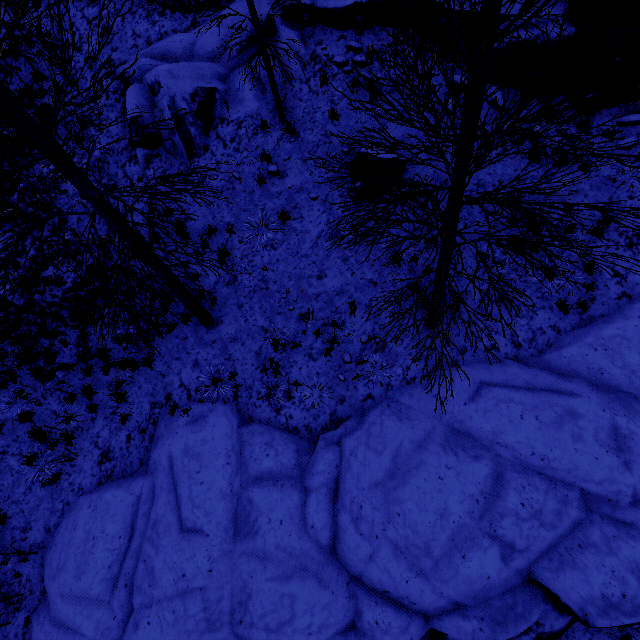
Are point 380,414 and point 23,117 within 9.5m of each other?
yes

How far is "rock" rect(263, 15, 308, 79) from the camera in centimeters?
928cm

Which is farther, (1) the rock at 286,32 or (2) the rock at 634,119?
(1) the rock at 286,32

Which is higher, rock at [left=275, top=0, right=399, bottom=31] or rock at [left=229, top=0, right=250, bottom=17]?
rock at [left=229, top=0, right=250, bottom=17]

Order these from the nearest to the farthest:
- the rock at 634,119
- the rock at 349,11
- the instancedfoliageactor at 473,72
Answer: the instancedfoliageactor at 473,72
the rock at 634,119
the rock at 349,11

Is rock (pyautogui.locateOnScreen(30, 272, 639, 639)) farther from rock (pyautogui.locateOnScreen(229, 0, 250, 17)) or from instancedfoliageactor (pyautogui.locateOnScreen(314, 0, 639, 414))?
rock (pyautogui.locateOnScreen(229, 0, 250, 17))

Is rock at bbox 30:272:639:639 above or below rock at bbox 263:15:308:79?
below
